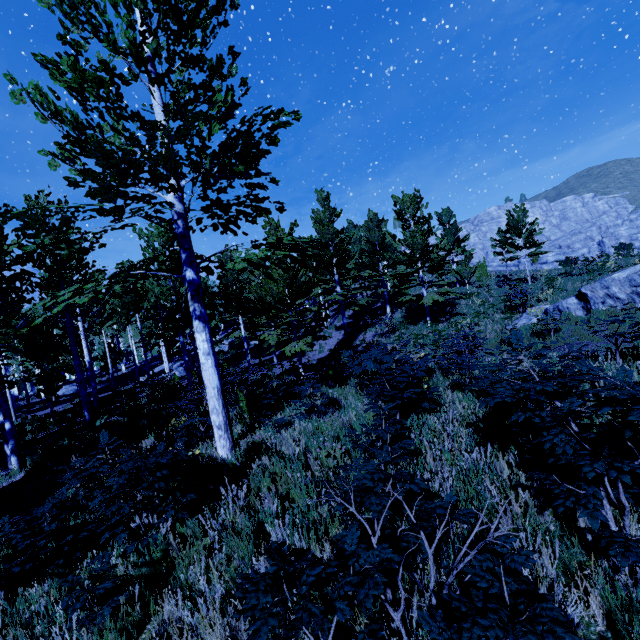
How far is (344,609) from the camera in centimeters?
172cm

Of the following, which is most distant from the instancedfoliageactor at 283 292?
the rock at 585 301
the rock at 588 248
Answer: the rock at 588 248

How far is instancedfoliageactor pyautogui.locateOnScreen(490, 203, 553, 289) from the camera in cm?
2262

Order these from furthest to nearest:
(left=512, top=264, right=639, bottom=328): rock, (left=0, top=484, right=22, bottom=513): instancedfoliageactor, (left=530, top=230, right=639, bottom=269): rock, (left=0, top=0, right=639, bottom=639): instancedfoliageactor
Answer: (left=530, top=230, right=639, bottom=269): rock → (left=512, top=264, right=639, bottom=328): rock → (left=0, top=484, right=22, bottom=513): instancedfoliageactor → (left=0, top=0, right=639, bottom=639): instancedfoliageactor

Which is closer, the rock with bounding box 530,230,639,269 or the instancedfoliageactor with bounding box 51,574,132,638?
the instancedfoliageactor with bounding box 51,574,132,638

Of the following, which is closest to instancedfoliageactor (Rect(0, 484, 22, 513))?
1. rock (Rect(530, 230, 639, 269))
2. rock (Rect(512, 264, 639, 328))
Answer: rock (Rect(512, 264, 639, 328))

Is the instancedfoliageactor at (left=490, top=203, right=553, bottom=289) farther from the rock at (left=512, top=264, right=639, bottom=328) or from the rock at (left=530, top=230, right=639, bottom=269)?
the rock at (left=530, top=230, right=639, bottom=269)
